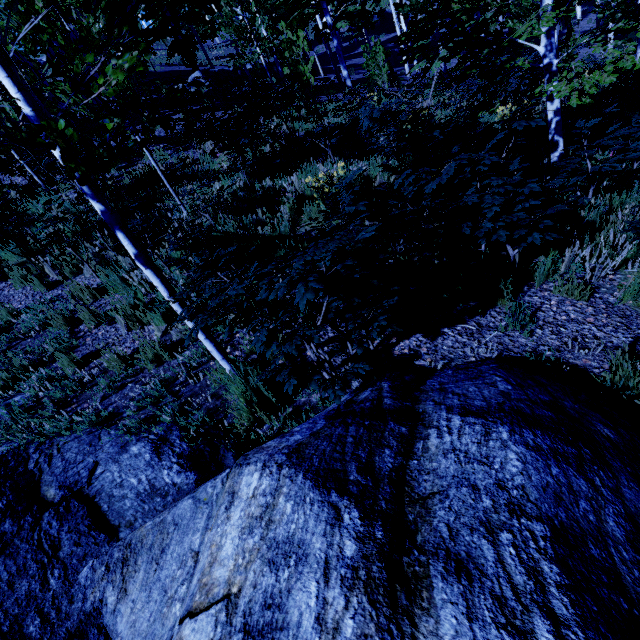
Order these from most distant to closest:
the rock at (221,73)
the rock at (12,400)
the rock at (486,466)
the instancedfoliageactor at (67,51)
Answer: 1. the rock at (221,73)
2. the rock at (12,400)
3. the instancedfoliageactor at (67,51)
4. the rock at (486,466)

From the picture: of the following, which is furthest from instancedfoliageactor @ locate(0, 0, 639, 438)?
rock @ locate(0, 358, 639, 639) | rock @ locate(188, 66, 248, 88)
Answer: rock @ locate(188, 66, 248, 88)

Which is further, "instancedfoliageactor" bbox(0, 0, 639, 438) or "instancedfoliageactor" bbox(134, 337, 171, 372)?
"instancedfoliageactor" bbox(134, 337, 171, 372)

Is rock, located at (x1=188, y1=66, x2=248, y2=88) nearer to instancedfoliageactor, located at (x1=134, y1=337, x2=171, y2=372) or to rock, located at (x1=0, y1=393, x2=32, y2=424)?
instancedfoliageactor, located at (x1=134, y1=337, x2=171, y2=372)

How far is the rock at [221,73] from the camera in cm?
1842

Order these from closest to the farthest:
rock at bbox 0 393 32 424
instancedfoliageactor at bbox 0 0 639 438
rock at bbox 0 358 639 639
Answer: Result: rock at bbox 0 358 639 639 → instancedfoliageactor at bbox 0 0 639 438 → rock at bbox 0 393 32 424

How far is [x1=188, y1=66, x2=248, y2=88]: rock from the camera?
18.4 meters

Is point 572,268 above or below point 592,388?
above
